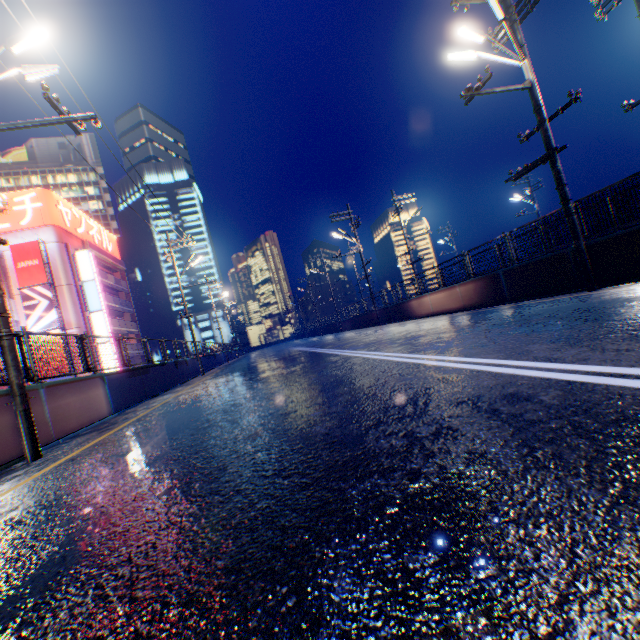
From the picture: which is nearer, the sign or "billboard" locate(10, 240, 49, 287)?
"billboard" locate(10, 240, 49, 287)

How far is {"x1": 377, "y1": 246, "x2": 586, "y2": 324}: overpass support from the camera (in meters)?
9.88

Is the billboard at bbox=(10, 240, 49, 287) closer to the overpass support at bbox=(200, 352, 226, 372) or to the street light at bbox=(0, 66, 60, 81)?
the overpass support at bbox=(200, 352, 226, 372)

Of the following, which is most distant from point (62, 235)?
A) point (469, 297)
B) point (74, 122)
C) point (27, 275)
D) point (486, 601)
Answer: point (486, 601)

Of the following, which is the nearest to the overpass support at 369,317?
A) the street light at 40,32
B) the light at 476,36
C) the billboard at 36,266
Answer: the street light at 40,32

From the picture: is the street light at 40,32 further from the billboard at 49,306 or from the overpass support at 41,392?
the billboard at 49,306

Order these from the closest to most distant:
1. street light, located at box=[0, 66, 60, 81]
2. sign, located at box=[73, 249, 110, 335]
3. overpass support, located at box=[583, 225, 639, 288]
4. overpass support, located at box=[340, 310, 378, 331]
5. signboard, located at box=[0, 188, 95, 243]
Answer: street light, located at box=[0, 66, 60, 81] < overpass support, located at box=[583, 225, 639, 288] < overpass support, located at box=[340, 310, 378, 331] < signboard, located at box=[0, 188, 95, 243] < sign, located at box=[73, 249, 110, 335]
